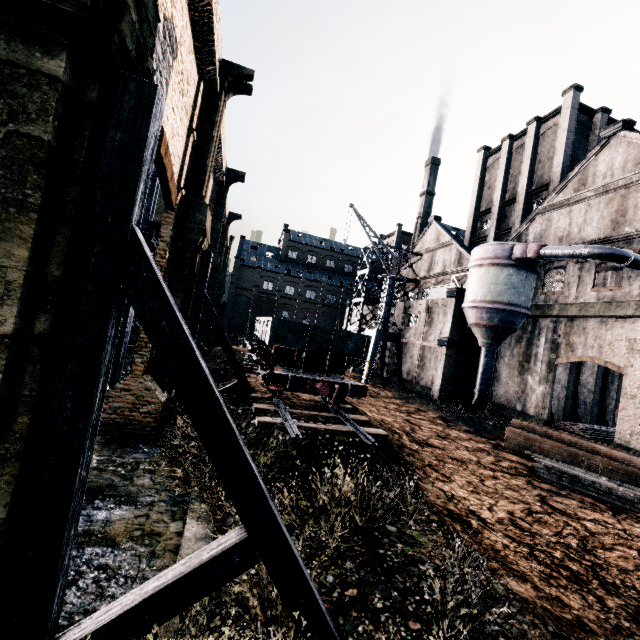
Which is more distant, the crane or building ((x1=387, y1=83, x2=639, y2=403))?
the crane

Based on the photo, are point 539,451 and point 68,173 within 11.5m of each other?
no

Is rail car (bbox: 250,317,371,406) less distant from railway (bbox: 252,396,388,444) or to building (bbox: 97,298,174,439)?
railway (bbox: 252,396,388,444)

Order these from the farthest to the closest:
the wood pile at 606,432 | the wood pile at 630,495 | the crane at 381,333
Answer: the crane at 381,333, the wood pile at 606,432, the wood pile at 630,495

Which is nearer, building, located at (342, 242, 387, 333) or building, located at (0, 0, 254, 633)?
building, located at (0, 0, 254, 633)

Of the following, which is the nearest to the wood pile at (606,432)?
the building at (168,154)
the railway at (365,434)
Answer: the building at (168,154)

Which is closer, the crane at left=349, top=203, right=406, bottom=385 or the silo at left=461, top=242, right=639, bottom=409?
the silo at left=461, top=242, right=639, bottom=409

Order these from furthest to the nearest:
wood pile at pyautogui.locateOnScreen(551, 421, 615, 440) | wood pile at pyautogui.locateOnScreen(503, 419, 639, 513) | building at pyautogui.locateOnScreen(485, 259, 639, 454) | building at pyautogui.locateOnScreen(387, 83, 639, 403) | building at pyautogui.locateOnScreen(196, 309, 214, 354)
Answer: building at pyautogui.locateOnScreen(196, 309, 214, 354) → wood pile at pyautogui.locateOnScreen(551, 421, 615, 440) → building at pyautogui.locateOnScreen(387, 83, 639, 403) → building at pyautogui.locateOnScreen(485, 259, 639, 454) → wood pile at pyautogui.locateOnScreen(503, 419, 639, 513)
